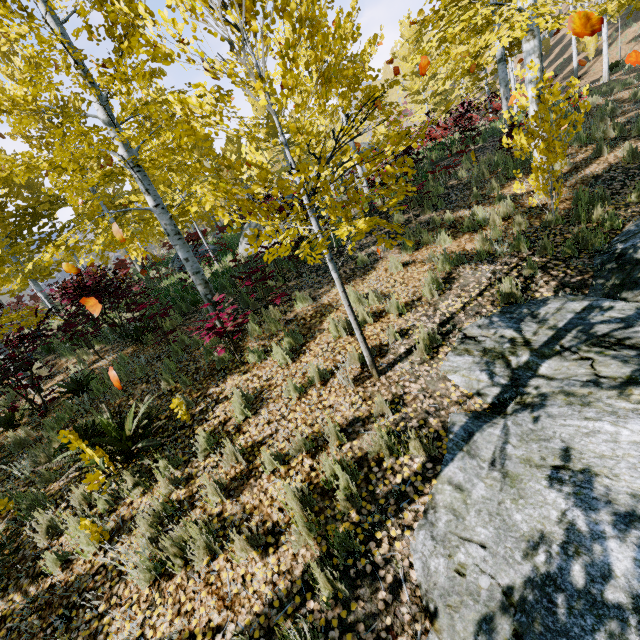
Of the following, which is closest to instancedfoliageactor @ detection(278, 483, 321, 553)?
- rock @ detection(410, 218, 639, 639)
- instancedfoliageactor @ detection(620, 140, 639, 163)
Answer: rock @ detection(410, 218, 639, 639)

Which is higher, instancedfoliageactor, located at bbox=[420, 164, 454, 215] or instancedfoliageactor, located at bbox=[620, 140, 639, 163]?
instancedfoliageactor, located at bbox=[420, 164, 454, 215]

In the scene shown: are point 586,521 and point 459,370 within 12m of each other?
yes

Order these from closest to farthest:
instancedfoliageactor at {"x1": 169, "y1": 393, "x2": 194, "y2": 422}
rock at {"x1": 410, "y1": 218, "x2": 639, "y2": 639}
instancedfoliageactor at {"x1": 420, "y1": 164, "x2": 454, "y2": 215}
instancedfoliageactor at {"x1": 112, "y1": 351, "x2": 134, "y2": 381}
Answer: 1. rock at {"x1": 410, "y1": 218, "x2": 639, "y2": 639}
2. instancedfoliageactor at {"x1": 169, "y1": 393, "x2": 194, "y2": 422}
3. instancedfoliageactor at {"x1": 112, "y1": 351, "x2": 134, "y2": 381}
4. instancedfoliageactor at {"x1": 420, "y1": 164, "x2": 454, "y2": 215}

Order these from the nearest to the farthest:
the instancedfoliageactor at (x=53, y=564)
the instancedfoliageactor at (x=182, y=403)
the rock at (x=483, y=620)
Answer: the rock at (x=483, y=620)
the instancedfoliageactor at (x=53, y=564)
the instancedfoliageactor at (x=182, y=403)

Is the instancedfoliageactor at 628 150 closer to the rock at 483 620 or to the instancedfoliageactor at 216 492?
the rock at 483 620

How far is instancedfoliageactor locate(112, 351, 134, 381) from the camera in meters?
6.6

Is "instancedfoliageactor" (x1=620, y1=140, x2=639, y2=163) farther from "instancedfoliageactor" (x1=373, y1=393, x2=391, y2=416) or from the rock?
"instancedfoliageactor" (x1=373, y1=393, x2=391, y2=416)
